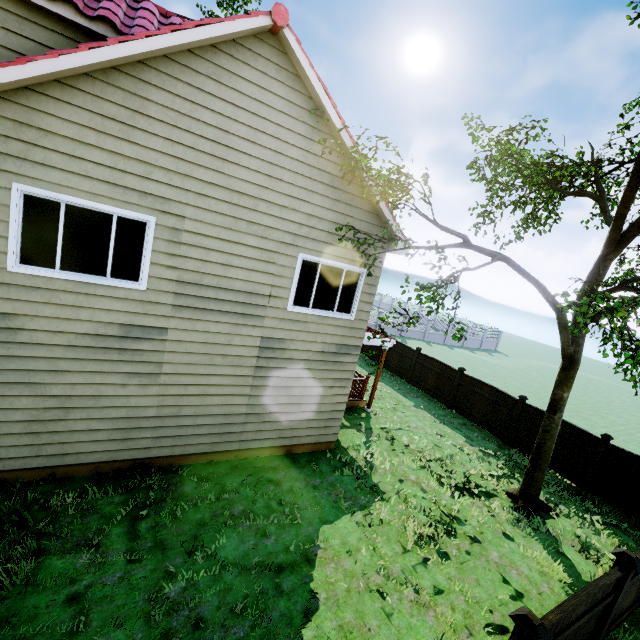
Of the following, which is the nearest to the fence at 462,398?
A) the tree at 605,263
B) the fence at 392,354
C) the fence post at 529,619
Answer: the fence post at 529,619

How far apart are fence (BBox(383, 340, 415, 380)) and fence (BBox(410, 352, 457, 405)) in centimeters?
17cm

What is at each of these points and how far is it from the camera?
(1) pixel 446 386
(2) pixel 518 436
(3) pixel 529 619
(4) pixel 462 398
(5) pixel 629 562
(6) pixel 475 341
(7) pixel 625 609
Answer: (1) fence, 15.7m
(2) fence, 12.6m
(3) fence post, 3.5m
(4) fence, 14.9m
(5) fence post, 4.8m
(6) fence, 38.8m
(7) fence, 5.9m

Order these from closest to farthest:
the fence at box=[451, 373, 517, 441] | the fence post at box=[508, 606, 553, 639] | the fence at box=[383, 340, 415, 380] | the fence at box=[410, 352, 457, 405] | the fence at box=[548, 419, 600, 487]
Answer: the fence post at box=[508, 606, 553, 639] < the fence at box=[548, 419, 600, 487] < the fence at box=[451, 373, 517, 441] < the fence at box=[410, 352, 457, 405] < the fence at box=[383, 340, 415, 380]

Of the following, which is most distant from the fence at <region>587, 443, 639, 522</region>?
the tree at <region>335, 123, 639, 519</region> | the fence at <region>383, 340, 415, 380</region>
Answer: the fence at <region>383, 340, 415, 380</region>

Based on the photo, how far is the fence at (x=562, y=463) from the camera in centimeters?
1068cm

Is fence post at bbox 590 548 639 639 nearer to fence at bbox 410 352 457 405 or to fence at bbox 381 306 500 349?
fence at bbox 381 306 500 349

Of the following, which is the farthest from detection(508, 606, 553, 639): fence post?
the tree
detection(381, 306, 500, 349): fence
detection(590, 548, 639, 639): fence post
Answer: the tree
